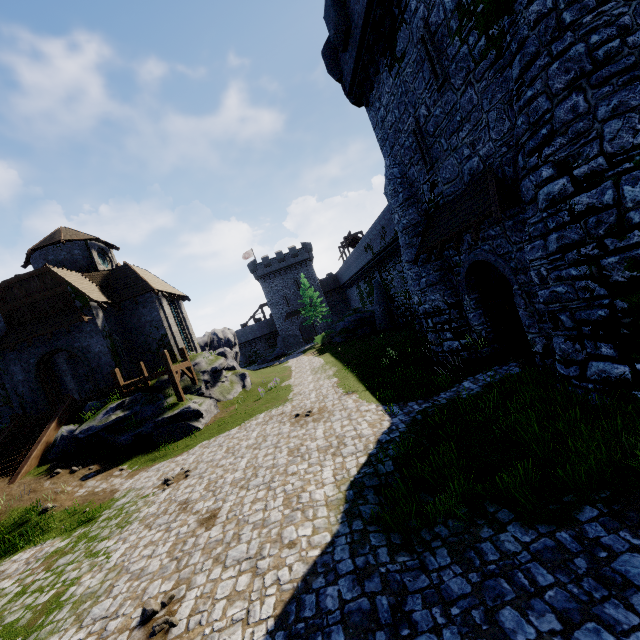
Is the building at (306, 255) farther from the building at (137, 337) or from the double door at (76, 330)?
the double door at (76, 330)

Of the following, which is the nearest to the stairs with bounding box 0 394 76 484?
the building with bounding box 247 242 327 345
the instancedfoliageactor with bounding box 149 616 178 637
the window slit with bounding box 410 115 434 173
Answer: the instancedfoliageactor with bounding box 149 616 178 637

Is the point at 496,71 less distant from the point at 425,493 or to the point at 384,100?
the point at 384,100

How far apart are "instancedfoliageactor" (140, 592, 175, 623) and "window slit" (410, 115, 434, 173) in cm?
1441

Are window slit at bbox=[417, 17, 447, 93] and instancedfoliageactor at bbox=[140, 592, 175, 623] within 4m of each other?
no

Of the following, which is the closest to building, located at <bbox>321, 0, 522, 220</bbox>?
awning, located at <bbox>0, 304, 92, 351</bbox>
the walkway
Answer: the walkway

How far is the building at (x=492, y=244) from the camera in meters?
9.6

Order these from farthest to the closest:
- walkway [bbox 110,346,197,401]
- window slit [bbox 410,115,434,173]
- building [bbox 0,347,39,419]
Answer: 1. building [bbox 0,347,39,419]
2. walkway [bbox 110,346,197,401]
3. window slit [bbox 410,115,434,173]
